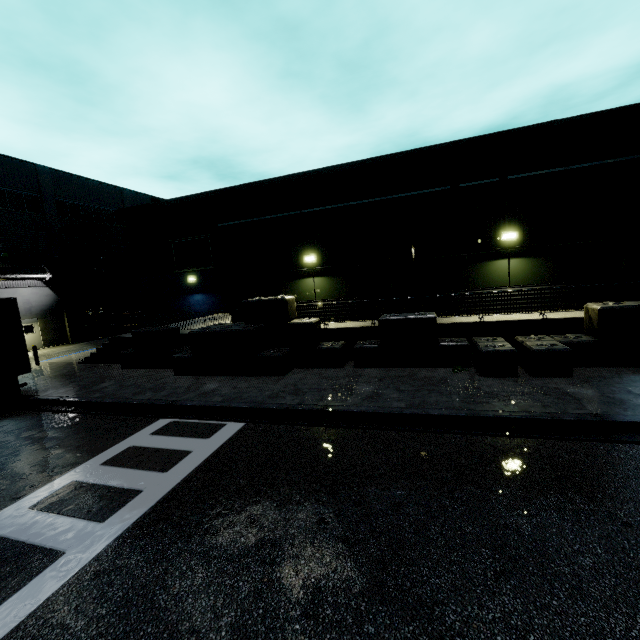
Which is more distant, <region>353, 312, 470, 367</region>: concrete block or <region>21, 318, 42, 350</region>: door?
<region>21, 318, 42, 350</region>: door

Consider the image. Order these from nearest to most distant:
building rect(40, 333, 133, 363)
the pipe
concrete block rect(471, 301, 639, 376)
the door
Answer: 1. concrete block rect(471, 301, 639, 376)
2. building rect(40, 333, 133, 363)
3. the pipe
4. the door

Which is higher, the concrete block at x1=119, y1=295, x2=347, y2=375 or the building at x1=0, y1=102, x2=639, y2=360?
the building at x1=0, y1=102, x2=639, y2=360

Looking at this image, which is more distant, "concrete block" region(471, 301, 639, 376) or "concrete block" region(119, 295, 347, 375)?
"concrete block" region(119, 295, 347, 375)

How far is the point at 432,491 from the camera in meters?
5.3

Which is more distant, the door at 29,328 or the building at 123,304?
the building at 123,304

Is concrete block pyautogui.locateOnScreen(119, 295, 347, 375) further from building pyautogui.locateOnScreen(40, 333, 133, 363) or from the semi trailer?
the semi trailer

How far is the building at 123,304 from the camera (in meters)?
32.69
